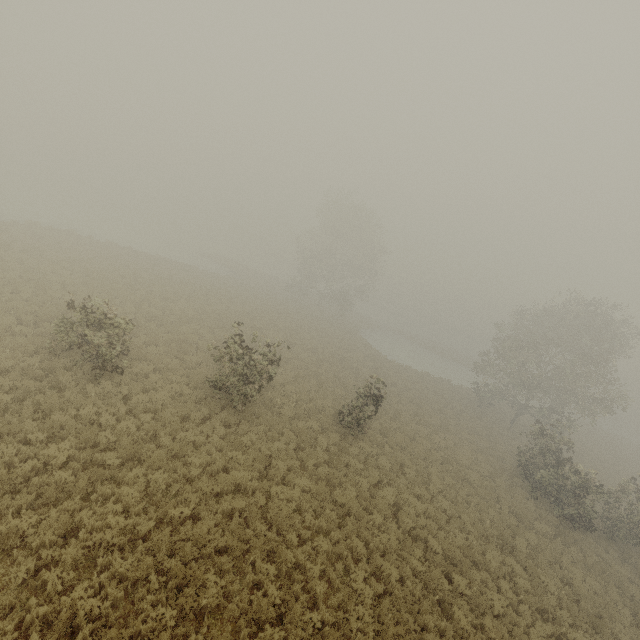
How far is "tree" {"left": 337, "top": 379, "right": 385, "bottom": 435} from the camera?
16.55m

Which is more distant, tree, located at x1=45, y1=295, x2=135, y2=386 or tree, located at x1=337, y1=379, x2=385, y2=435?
tree, located at x1=337, y1=379, x2=385, y2=435

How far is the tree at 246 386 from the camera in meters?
13.8 m

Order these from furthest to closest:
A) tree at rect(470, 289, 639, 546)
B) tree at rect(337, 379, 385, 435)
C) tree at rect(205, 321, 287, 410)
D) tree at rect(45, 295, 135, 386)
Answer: tree at rect(470, 289, 639, 546) → tree at rect(337, 379, 385, 435) → tree at rect(205, 321, 287, 410) → tree at rect(45, 295, 135, 386)

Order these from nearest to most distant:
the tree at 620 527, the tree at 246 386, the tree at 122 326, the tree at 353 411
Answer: the tree at 122 326 < the tree at 246 386 < the tree at 353 411 < the tree at 620 527

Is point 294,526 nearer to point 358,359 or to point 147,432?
point 147,432
